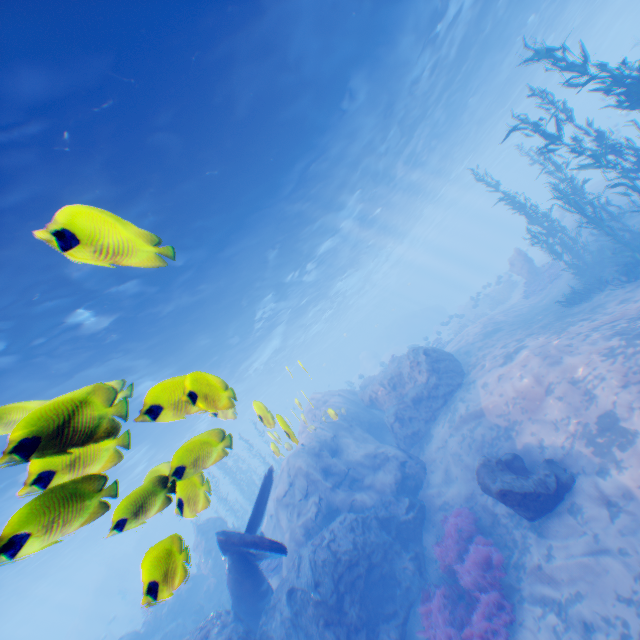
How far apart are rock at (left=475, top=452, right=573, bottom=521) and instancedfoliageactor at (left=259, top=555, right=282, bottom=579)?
8.9 meters

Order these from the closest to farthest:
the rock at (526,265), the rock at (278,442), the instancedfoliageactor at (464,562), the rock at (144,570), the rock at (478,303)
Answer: the rock at (278,442) < the instancedfoliageactor at (464,562) < the rock at (144,570) < the rock at (526,265) < the rock at (478,303)

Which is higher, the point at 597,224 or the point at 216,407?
the point at 216,407

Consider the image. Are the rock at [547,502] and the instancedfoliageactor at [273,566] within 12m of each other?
yes

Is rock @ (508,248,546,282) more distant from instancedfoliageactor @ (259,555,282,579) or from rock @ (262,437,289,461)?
instancedfoliageactor @ (259,555,282,579)

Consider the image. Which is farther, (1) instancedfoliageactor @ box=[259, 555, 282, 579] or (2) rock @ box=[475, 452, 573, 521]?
(1) instancedfoliageactor @ box=[259, 555, 282, 579]

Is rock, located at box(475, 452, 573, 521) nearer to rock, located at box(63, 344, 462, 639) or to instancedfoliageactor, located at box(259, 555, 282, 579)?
rock, located at box(63, 344, 462, 639)

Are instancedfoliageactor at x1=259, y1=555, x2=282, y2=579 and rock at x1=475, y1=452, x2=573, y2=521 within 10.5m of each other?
yes
